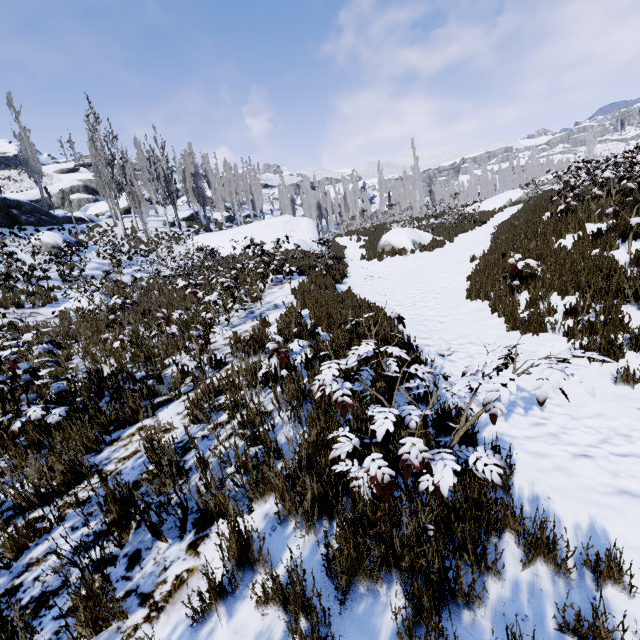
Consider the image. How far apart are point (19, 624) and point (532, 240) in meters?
10.2

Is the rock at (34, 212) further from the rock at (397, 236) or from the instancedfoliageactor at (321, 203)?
the rock at (397, 236)

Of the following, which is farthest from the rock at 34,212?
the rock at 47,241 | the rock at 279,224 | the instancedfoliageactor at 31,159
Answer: the rock at 47,241

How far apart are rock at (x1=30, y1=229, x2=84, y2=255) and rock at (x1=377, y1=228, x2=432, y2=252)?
18.4 meters

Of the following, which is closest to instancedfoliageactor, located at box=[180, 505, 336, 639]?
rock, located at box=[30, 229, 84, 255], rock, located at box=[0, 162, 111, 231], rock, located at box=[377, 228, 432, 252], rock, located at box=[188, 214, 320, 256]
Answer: rock, located at box=[188, 214, 320, 256]

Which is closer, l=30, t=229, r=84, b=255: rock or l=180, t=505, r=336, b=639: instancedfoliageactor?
l=180, t=505, r=336, b=639: instancedfoliageactor

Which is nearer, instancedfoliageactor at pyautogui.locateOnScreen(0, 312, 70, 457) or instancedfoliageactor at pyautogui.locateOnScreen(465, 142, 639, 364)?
instancedfoliageactor at pyautogui.locateOnScreen(0, 312, 70, 457)

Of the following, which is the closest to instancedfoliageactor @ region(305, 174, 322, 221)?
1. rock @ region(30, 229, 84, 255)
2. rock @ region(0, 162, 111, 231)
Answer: rock @ region(0, 162, 111, 231)
